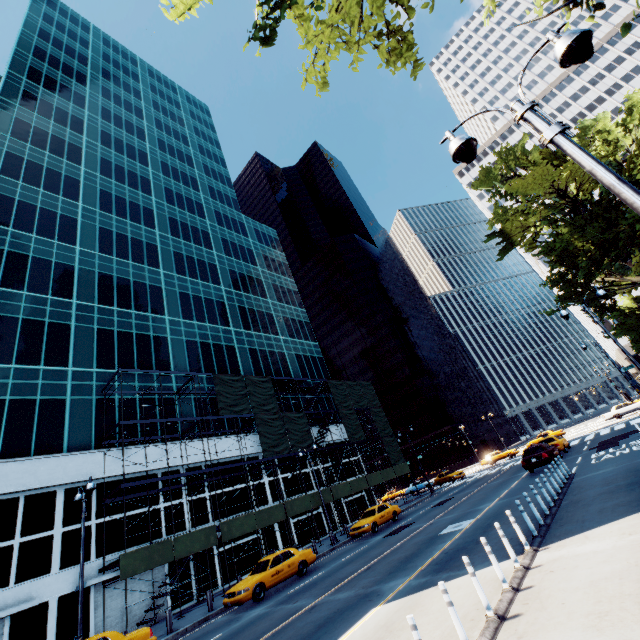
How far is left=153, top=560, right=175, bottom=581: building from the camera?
21.47m

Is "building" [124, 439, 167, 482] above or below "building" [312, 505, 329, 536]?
above

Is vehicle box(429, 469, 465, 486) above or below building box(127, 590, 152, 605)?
below

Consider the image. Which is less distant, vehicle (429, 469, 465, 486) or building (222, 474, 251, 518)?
building (222, 474, 251, 518)

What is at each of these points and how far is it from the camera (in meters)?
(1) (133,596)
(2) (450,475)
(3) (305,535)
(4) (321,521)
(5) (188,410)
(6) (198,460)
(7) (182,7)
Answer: (1) building, 20.17
(2) vehicle, 41.34
(3) building, 30.75
(4) building, 32.88
(5) building, 29.67
(6) building, 27.25
(7) tree, 9.31

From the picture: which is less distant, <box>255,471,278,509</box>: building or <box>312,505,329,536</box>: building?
<box>255,471,278,509</box>: building

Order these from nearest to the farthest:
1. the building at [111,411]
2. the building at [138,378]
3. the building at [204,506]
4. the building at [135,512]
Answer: the building at [135,512], the building at [111,411], the building at [204,506], the building at [138,378]

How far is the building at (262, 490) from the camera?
29.6m
